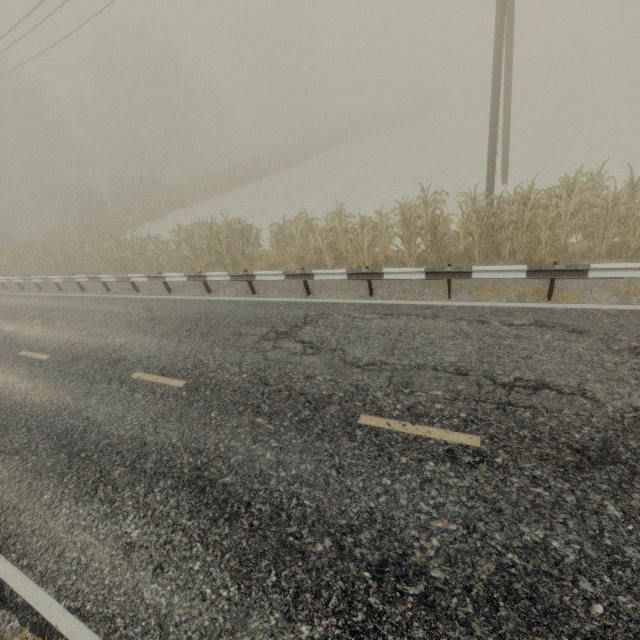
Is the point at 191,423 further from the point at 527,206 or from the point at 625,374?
the point at 527,206

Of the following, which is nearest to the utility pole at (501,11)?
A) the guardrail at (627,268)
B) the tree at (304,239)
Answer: the tree at (304,239)

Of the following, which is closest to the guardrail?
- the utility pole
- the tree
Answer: the tree

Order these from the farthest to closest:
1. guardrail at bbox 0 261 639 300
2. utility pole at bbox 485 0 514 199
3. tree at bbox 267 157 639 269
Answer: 1. utility pole at bbox 485 0 514 199
2. tree at bbox 267 157 639 269
3. guardrail at bbox 0 261 639 300

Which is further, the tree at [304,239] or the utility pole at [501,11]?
the utility pole at [501,11]

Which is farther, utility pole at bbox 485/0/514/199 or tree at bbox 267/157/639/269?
utility pole at bbox 485/0/514/199

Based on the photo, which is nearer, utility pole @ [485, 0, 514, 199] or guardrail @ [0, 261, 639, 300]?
guardrail @ [0, 261, 639, 300]
